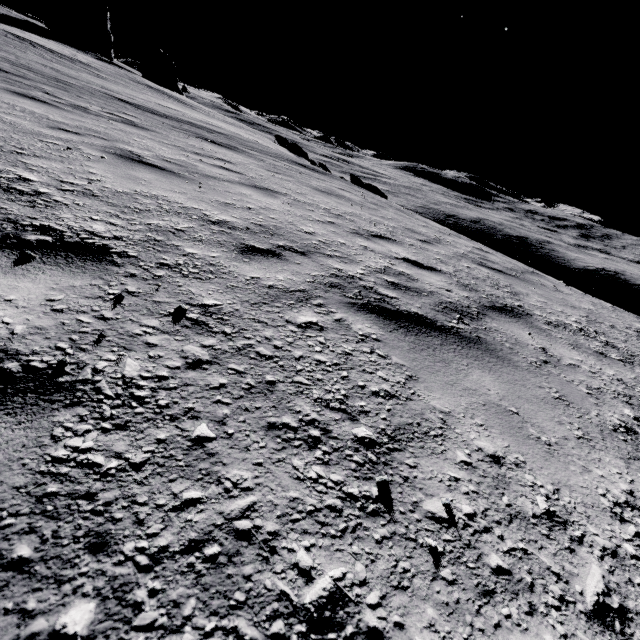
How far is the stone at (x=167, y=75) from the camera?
54.3m

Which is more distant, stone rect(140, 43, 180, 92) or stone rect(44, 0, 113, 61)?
stone rect(140, 43, 180, 92)

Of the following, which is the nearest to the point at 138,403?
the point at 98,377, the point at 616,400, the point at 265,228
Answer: the point at 98,377

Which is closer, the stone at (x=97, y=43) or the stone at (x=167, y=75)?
the stone at (x=97, y=43)

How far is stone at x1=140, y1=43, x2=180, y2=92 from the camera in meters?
54.3 m
